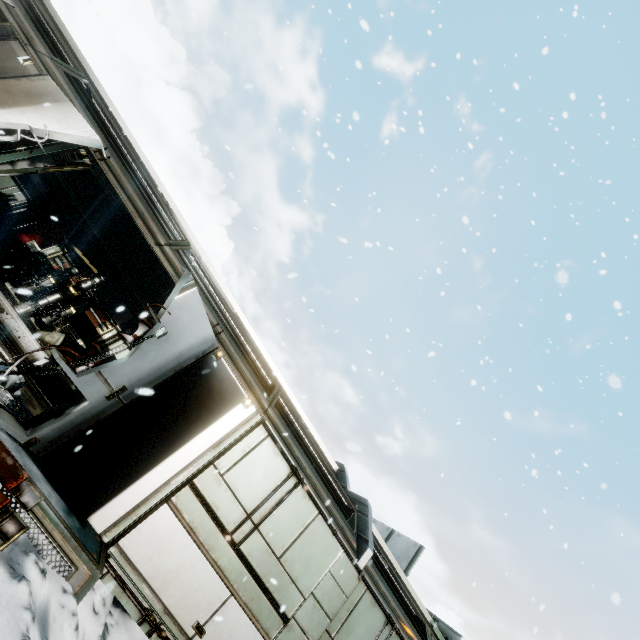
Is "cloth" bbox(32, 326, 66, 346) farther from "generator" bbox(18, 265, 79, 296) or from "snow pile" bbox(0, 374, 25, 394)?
"snow pile" bbox(0, 374, 25, 394)

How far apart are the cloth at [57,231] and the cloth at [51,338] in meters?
3.8

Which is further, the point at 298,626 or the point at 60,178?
the point at 60,178

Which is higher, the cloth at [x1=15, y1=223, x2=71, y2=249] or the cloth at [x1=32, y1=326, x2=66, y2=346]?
the cloth at [x1=15, y1=223, x2=71, y2=249]

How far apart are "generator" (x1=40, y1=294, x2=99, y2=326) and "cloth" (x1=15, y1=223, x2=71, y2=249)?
3.4m

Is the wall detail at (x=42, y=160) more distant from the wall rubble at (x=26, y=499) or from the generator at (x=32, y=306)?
the generator at (x=32, y=306)

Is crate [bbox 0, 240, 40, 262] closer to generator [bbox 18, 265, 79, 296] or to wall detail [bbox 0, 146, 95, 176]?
generator [bbox 18, 265, 79, 296]

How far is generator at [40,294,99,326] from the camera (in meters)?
9.78
